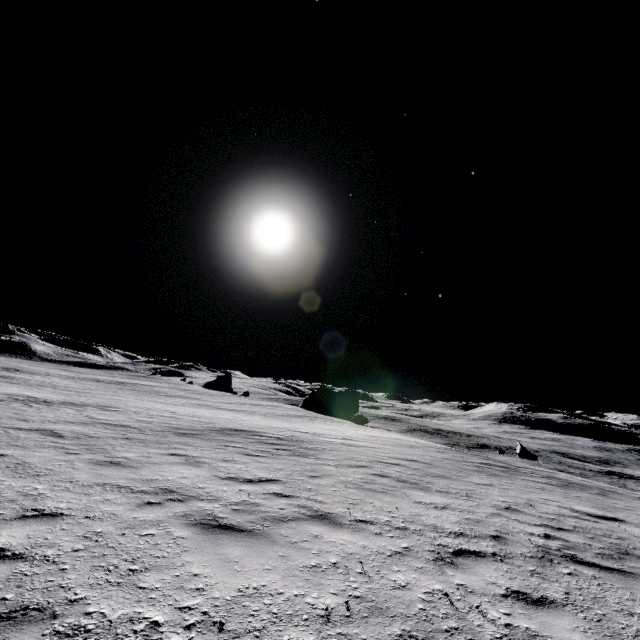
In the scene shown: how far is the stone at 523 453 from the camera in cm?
4328

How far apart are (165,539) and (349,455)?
9.3 meters

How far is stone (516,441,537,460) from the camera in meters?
43.3 m
